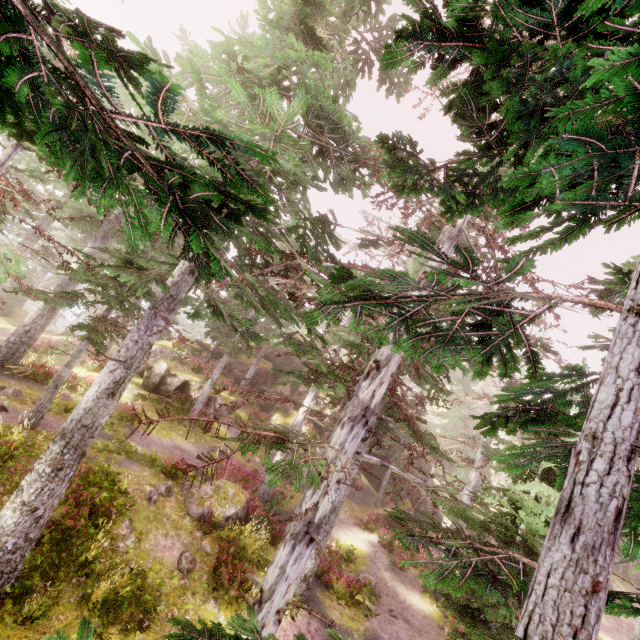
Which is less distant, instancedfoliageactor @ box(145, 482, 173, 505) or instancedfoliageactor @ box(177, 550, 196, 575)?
instancedfoliageactor @ box(177, 550, 196, 575)

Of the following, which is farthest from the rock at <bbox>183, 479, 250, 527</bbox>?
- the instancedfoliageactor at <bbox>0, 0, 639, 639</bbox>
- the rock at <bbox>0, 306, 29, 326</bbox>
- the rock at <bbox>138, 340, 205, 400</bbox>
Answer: the rock at <bbox>0, 306, 29, 326</bbox>

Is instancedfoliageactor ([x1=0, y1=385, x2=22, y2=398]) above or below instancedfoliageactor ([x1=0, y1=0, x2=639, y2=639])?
below

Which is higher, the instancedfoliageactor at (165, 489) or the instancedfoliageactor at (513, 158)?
the instancedfoliageactor at (513, 158)

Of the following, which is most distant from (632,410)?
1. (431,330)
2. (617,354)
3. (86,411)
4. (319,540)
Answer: (319,540)

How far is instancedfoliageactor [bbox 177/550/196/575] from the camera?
9.4 meters

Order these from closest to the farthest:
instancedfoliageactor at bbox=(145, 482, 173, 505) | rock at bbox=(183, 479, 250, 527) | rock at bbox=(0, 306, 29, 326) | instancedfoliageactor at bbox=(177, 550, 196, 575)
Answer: instancedfoliageactor at bbox=(177, 550, 196, 575)
instancedfoliageactor at bbox=(145, 482, 173, 505)
rock at bbox=(183, 479, 250, 527)
rock at bbox=(0, 306, 29, 326)

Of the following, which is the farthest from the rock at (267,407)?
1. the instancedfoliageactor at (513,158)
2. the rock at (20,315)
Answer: the rock at (20,315)
